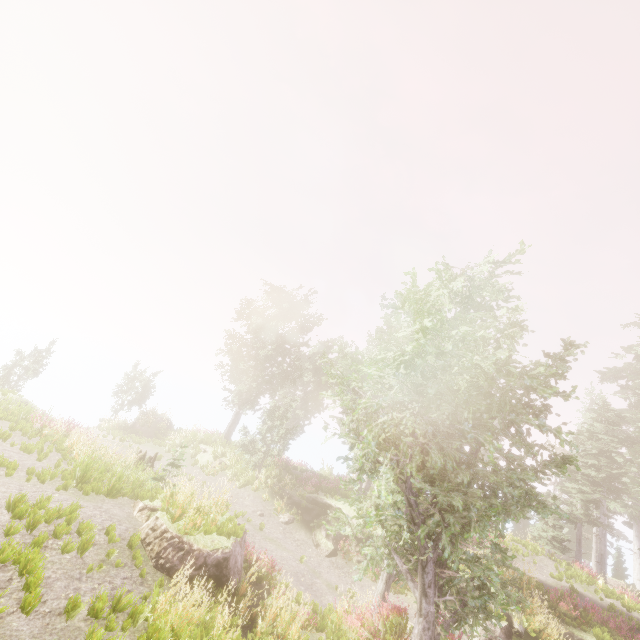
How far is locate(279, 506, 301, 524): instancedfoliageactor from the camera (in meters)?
17.38

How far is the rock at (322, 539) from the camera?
15.96m

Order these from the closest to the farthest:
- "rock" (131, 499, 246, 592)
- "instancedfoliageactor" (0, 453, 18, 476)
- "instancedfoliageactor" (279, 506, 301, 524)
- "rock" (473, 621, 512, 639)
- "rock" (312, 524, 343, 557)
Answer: "rock" (131, 499, 246, 592), "instancedfoliageactor" (0, 453, 18, 476), "rock" (473, 621, 512, 639), "rock" (312, 524, 343, 557), "instancedfoliageactor" (279, 506, 301, 524)

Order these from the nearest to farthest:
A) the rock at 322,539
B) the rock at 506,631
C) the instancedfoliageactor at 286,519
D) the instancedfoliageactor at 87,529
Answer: the instancedfoliageactor at 87,529
the rock at 506,631
the rock at 322,539
the instancedfoliageactor at 286,519

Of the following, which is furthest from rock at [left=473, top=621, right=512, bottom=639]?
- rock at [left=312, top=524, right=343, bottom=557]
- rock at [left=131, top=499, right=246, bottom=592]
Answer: rock at [left=131, top=499, right=246, bottom=592]

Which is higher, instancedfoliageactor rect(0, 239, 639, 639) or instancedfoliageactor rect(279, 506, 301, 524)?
instancedfoliageactor rect(279, 506, 301, 524)

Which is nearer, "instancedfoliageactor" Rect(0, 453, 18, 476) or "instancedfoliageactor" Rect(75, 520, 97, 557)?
"instancedfoliageactor" Rect(75, 520, 97, 557)

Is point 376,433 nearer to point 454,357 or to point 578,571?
point 454,357
